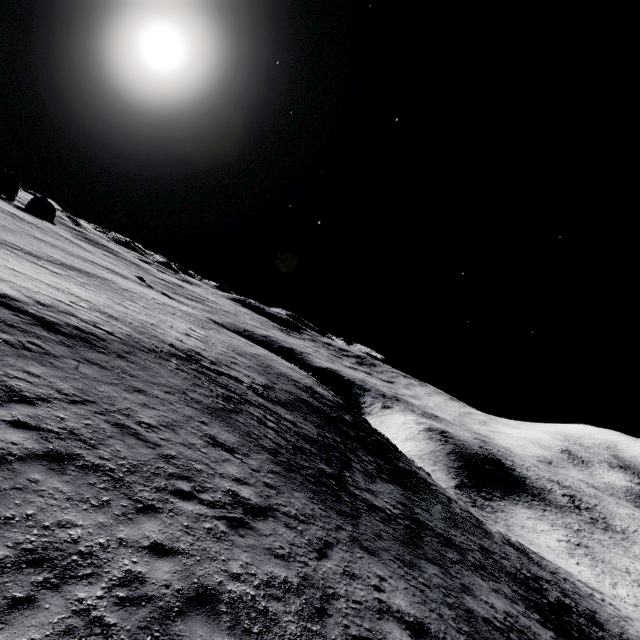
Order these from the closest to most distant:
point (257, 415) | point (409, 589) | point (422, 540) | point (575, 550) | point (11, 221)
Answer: point (409, 589), point (422, 540), point (257, 415), point (11, 221), point (575, 550)
